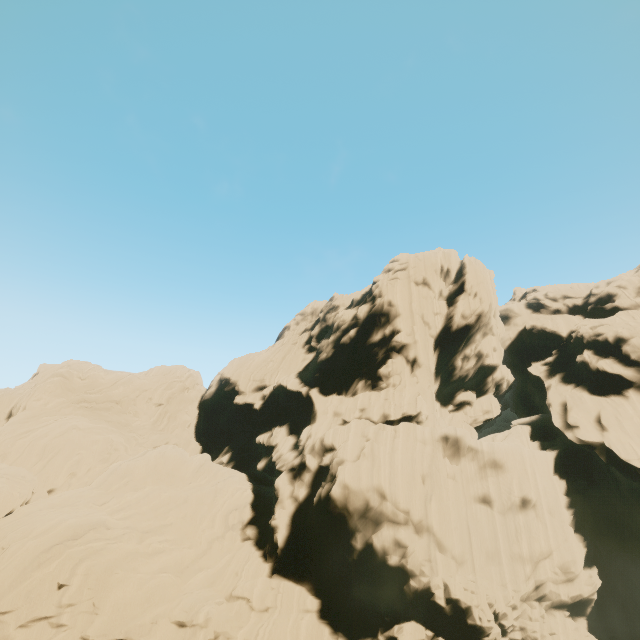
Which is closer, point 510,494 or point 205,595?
point 205,595
